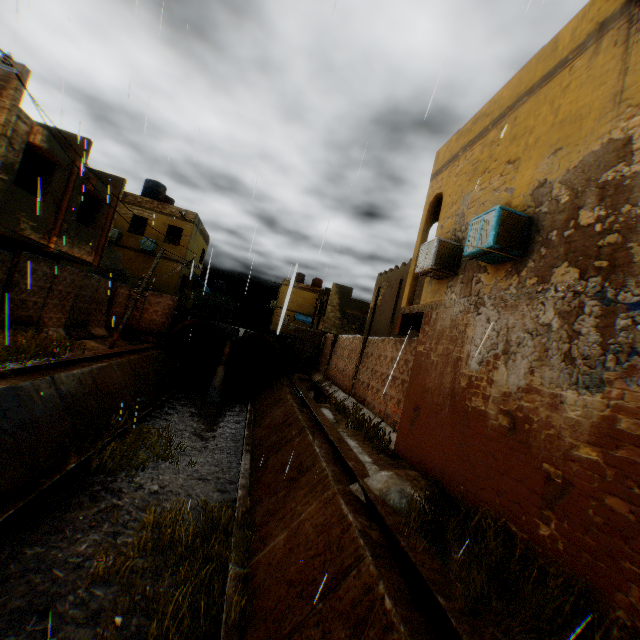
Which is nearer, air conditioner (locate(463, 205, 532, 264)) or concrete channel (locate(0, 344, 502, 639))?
concrete channel (locate(0, 344, 502, 639))

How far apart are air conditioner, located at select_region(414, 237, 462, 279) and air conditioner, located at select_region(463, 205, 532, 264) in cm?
120

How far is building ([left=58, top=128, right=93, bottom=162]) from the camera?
13.14m

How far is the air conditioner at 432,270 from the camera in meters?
7.9

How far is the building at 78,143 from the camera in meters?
13.1 m

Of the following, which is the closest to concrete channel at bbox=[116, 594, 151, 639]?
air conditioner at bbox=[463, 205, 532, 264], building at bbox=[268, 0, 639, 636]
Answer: building at bbox=[268, 0, 639, 636]

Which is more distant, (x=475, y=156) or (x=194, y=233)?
(x=194, y=233)

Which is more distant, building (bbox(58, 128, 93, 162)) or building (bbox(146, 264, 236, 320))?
building (bbox(146, 264, 236, 320))
